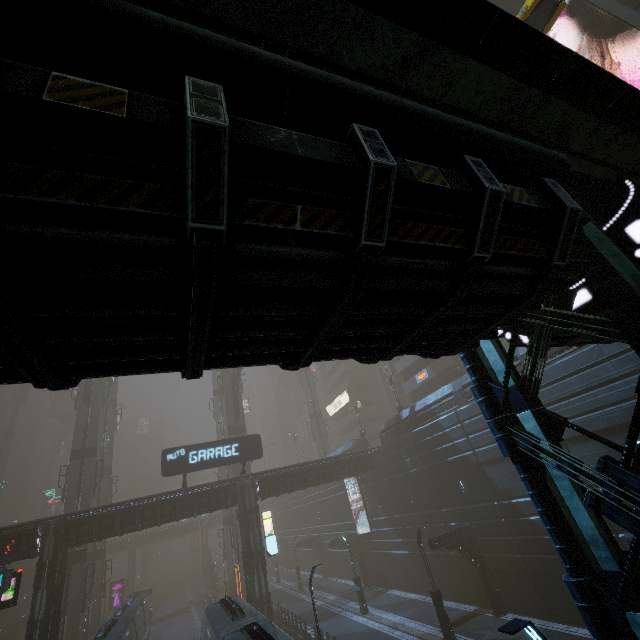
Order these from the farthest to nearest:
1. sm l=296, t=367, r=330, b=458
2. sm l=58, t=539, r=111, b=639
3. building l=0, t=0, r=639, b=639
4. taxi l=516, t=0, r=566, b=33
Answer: sm l=296, t=367, r=330, b=458 → sm l=58, t=539, r=111, b=639 → taxi l=516, t=0, r=566, b=33 → building l=0, t=0, r=639, b=639

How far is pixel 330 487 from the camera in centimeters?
4272cm

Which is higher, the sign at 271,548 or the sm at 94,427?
the sm at 94,427

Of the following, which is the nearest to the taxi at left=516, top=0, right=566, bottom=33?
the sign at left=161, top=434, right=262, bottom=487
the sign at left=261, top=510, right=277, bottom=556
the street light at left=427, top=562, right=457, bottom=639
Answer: the sign at left=161, top=434, right=262, bottom=487

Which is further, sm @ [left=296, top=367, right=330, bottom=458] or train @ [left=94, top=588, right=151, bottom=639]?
sm @ [left=296, top=367, right=330, bottom=458]

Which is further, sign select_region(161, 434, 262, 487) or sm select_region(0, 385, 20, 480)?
sm select_region(0, 385, 20, 480)

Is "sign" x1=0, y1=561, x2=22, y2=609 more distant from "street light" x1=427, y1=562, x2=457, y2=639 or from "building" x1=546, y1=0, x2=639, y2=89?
"street light" x1=427, y1=562, x2=457, y2=639

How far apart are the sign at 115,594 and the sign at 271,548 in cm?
3973
